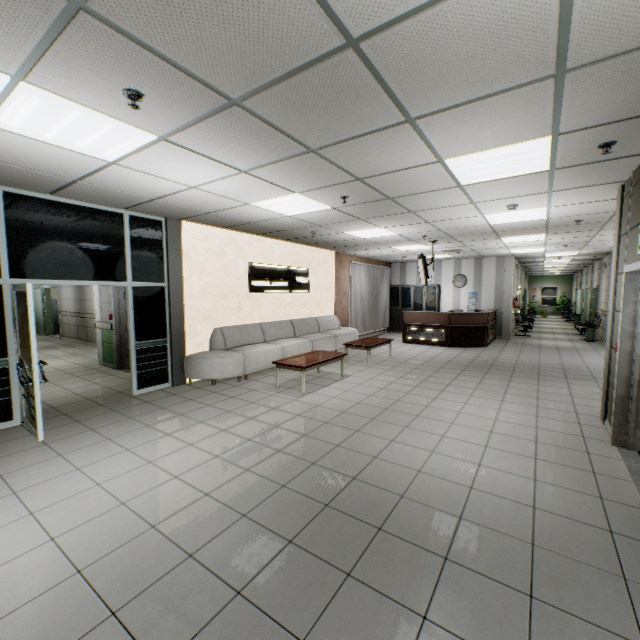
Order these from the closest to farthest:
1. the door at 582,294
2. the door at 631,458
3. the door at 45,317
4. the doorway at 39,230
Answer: the door at 631,458 → the doorway at 39,230 → the door at 45,317 → the door at 582,294

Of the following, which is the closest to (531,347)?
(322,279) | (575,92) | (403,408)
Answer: (322,279)

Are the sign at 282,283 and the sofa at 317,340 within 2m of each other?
yes

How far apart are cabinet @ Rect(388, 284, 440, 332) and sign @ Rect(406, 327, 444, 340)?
2.8m

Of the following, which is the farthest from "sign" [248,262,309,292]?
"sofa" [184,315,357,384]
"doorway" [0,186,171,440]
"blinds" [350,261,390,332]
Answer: "blinds" [350,261,390,332]

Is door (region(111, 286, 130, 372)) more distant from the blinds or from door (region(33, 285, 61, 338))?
door (region(33, 285, 61, 338))

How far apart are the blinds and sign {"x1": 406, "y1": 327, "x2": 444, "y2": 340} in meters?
1.8

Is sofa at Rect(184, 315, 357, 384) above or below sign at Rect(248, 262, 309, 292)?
below
